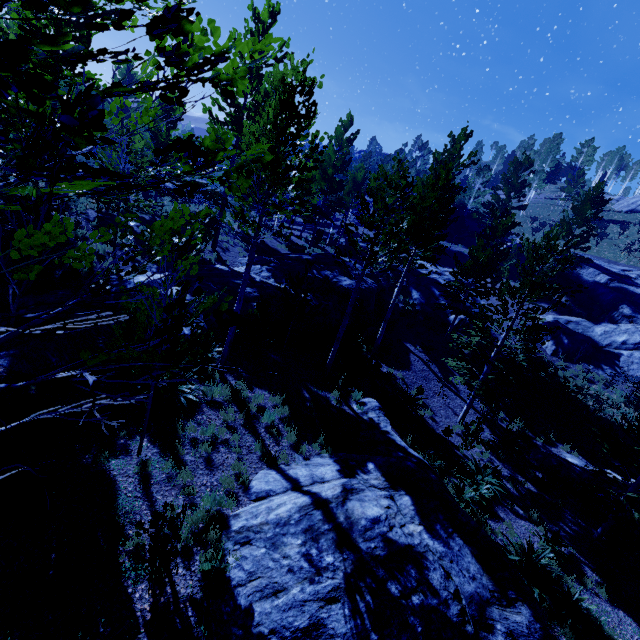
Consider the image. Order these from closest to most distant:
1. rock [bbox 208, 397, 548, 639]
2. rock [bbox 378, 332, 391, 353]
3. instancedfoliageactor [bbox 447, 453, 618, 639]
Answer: rock [bbox 208, 397, 548, 639]
instancedfoliageactor [bbox 447, 453, 618, 639]
rock [bbox 378, 332, 391, 353]

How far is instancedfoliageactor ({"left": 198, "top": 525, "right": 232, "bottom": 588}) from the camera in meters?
5.4

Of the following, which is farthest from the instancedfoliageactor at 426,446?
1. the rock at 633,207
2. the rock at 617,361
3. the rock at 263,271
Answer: the rock at 633,207

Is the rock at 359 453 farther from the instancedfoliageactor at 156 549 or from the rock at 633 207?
the rock at 633 207

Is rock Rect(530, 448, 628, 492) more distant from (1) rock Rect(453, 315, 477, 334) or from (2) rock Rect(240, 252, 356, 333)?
(2) rock Rect(240, 252, 356, 333)

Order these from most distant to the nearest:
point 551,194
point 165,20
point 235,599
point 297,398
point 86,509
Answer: point 551,194, point 297,398, point 86,509, point 235,599, point 165,20

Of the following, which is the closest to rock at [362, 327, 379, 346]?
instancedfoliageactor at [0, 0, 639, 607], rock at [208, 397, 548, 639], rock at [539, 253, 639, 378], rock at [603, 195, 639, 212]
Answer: instancedfoliageactor at [0, 0, 639, 607]

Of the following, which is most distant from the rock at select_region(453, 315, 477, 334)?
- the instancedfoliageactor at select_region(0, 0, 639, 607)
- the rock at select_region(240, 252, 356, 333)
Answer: the rock at select_region(240, 252, 356, 333)
